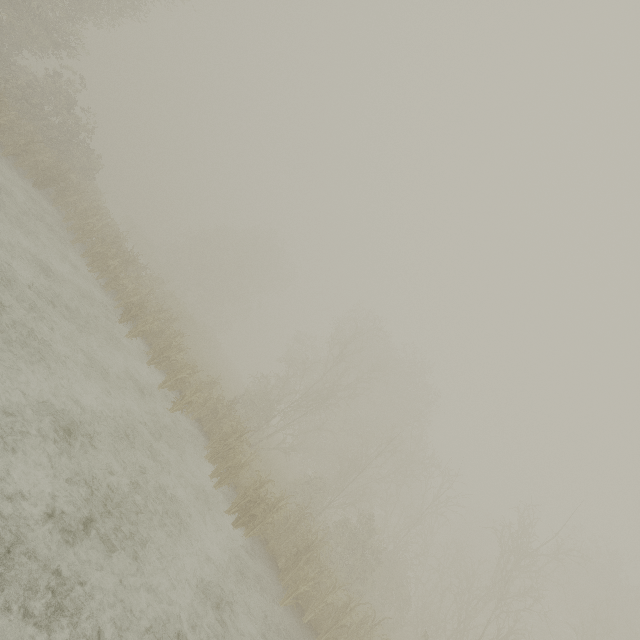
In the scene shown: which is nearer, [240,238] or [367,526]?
[367,526]
